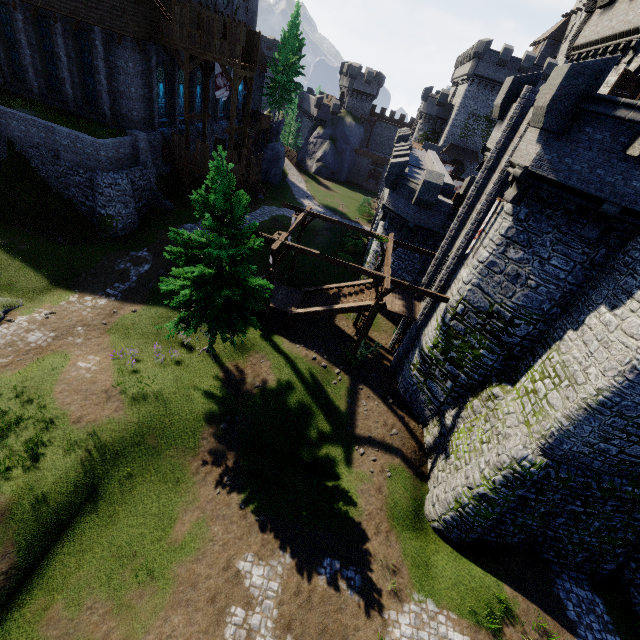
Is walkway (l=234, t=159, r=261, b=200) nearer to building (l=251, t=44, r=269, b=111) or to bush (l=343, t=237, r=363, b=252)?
building (l=251, t=44, r=269, b=111)

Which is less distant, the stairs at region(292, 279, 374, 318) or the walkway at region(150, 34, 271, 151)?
the stairs at region(292, 279, 374, 318)

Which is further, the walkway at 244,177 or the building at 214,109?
the building at 214,109

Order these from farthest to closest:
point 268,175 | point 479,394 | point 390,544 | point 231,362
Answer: point 268,175 < point 231,362 < point 479,394 < point 390,544

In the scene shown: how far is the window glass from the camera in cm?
2247

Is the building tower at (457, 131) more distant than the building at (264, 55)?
Yes

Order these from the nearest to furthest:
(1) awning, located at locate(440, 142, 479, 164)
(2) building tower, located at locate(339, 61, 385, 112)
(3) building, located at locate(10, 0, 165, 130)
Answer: (3) building, located at locate(10, 0, 165, 130) < (1) awning, located at locate(440, 142, 479, 164) < (2) building tower, located at locate(339, 61, 385, 112)

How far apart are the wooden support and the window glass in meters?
19.7
